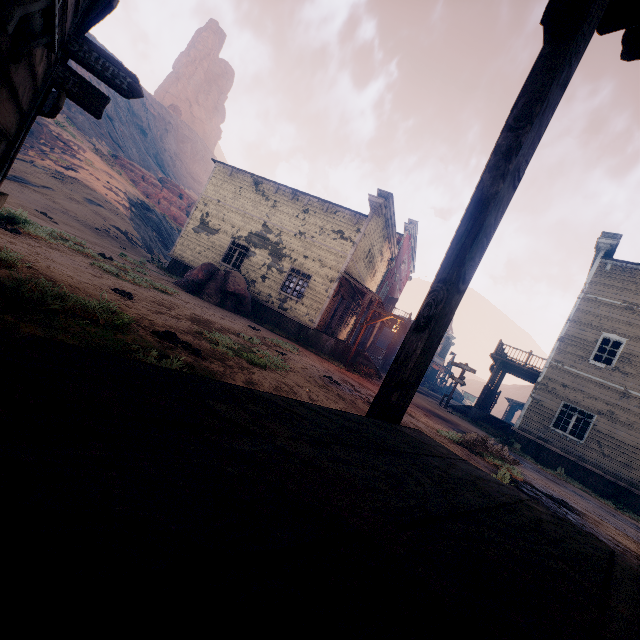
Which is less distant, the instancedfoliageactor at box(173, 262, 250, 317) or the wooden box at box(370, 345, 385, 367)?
the instancedfoliageactor at box(173, 262, 250, 317)

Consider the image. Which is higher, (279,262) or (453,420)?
(279,262)

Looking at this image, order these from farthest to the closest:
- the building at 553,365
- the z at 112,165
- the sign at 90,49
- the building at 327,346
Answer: Answer:
1. the building at 327,346
2. the building at 553,365
3. the z at 112,165
4. the sign at 90,49

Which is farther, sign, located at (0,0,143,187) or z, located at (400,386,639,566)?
z, located at (400,386,639,566)

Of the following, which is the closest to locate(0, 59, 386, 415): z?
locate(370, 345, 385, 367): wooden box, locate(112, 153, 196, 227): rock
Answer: locate(370, 345, 385, 367): wooden box

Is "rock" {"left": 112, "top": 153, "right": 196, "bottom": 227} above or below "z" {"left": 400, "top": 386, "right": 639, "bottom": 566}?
above

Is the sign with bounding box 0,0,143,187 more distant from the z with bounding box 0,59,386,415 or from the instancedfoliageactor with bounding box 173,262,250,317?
the instancedfoliageactor with bounding box 173,262,250,317

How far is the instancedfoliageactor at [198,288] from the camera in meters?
14.0
